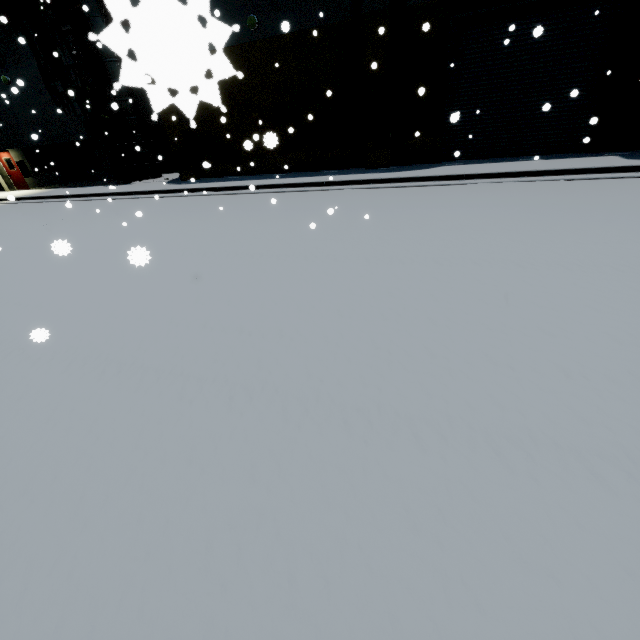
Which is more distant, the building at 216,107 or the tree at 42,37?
the tree at 42,37

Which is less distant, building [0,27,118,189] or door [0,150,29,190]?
building [0,27,118,189]

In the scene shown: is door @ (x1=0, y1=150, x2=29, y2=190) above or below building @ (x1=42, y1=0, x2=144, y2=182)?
below

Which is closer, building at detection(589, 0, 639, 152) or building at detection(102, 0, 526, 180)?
building at detection(102, 0, 526, 180)

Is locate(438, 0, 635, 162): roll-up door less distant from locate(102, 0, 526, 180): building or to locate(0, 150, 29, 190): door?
locate(102, 0, 526, 180): building

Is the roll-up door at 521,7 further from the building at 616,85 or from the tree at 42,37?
the tree at 42,37

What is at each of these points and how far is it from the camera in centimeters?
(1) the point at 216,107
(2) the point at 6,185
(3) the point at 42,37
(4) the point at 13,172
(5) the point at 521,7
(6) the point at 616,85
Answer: (1) building, 1495cm
(2) building, 2206cm
(3) tree, 1509cm
(4) door, 2123cm
(5) roll-up door, 1044cm
(6) building, 1041cm

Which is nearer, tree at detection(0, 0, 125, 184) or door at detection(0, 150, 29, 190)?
tree at detection(0, 0, 125, 184)
